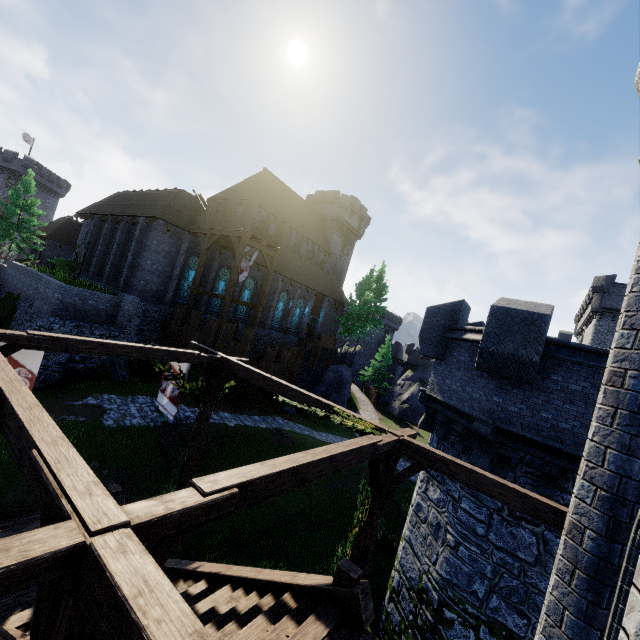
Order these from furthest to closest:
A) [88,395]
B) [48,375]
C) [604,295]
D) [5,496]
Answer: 1. [604,295]
2. [48,375]
3. [88,395]
4. [5,496]

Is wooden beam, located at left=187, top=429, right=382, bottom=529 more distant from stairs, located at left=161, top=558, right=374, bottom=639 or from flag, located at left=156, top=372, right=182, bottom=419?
flag, located at left=156, top=372, right=182, bottom=419

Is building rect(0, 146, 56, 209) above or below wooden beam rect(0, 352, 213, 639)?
above

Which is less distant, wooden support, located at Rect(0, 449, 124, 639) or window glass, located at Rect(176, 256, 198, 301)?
wooden support, located at Rect(0, 449, 124, 639)

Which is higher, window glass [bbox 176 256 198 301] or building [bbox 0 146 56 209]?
building [bbox 0 146 56 209]

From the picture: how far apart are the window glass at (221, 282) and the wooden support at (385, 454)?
22.58m

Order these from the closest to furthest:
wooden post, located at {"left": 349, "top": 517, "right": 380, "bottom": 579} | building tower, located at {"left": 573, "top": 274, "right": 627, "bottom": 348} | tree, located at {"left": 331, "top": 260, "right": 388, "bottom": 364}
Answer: wooden post, located at {"left": 349, "top": 517, "right": 380, "bottom": 579} < building tower, located at {"left": 573, "top": 274, "right": 627, "bottom": 348} < tree, located at {"left": 331, "top": 260, "right": 388, "bottom": 364}

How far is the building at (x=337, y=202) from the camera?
33.09m
